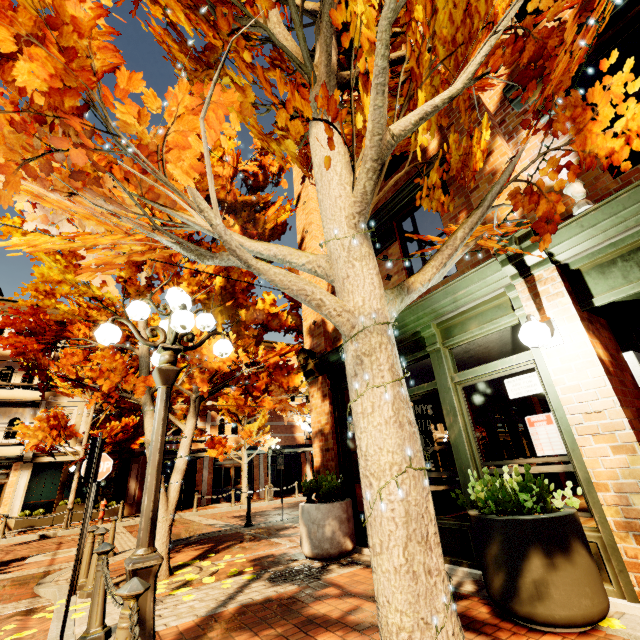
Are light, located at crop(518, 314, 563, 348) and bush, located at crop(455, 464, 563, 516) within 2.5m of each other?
yes

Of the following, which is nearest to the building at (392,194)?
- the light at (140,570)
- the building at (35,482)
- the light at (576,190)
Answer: the light at (576,190)

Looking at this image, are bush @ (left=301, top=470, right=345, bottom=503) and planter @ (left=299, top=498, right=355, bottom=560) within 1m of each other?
yes

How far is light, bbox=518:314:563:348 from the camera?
3.5m

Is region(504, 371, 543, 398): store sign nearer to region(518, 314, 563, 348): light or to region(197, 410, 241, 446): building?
region(518, 314, 563, 348): light

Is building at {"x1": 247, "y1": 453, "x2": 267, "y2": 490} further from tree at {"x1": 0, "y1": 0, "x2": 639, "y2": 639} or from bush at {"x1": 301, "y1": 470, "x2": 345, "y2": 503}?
bush at {"x1": 301, "y1": 470, "x2": 345, "y2": 503}

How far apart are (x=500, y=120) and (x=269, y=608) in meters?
7.6 m

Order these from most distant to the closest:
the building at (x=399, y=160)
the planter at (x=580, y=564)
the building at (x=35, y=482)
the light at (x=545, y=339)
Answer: the building at (x=35, y=482) < the building at (x=399, y=160) < the light at (x=545, y=339) < the planter at (x=580, y=564)
